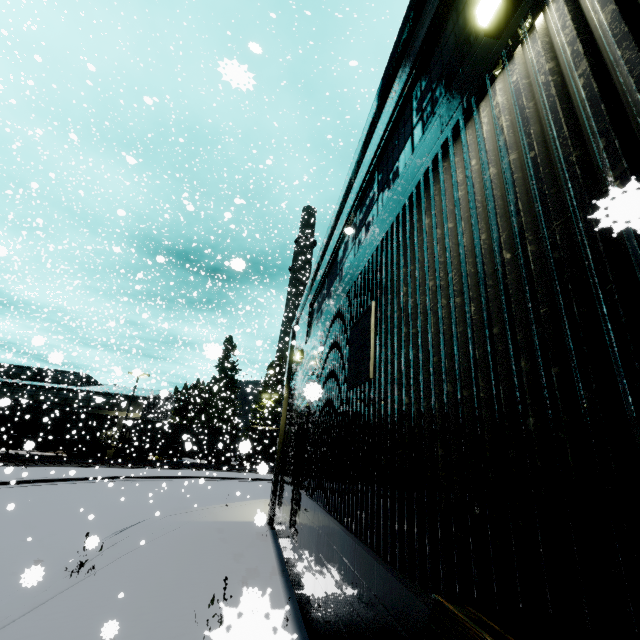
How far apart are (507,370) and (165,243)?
17.9 meters

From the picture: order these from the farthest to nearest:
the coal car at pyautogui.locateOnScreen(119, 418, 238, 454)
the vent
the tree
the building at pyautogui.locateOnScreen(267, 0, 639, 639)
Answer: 1. the tree
2. the coal car at pyautogui.locateOnScreen(119, 418, 238, 454)
3. the vent
4. the building at pyautogui.locateOnScreen(267, 0, 639, 639)

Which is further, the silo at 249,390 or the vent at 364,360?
the silo at 249,390

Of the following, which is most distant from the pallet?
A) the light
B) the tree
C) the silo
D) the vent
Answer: the tree

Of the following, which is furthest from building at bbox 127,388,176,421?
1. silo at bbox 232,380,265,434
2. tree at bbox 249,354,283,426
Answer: tree at bbox 249,354,283,426

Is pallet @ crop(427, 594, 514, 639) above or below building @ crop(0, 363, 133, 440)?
below

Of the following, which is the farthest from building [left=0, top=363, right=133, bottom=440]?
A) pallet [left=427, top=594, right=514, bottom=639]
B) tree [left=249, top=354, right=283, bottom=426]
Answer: tree [left=249, top=354, right=283, bottom=426]

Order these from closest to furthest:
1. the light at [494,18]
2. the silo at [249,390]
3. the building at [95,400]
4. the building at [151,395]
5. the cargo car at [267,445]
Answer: the light at [494,18] → the building at [151,395] → the cargo car at [267,445] → the building at [95,400] → the silo at [249,390]
